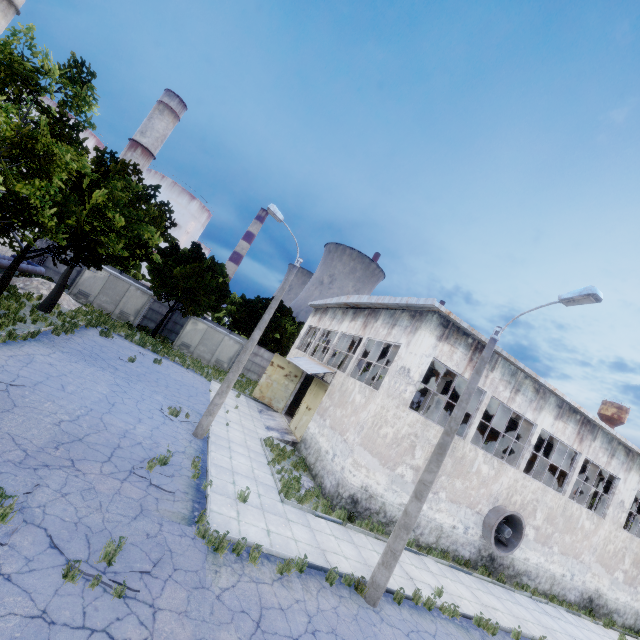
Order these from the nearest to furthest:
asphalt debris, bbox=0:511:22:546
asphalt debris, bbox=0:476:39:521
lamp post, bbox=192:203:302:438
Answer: asphalt debris, bbox=0:511:22:546, asphalt debris, bbox=0:476:39:521, lamp post, bbox=192:203:302:438

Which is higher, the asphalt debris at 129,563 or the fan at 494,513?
the fan at 494,513

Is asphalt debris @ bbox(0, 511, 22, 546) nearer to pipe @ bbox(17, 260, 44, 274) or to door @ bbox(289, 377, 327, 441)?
pipe @ bbox(17, 260, 44, 274)

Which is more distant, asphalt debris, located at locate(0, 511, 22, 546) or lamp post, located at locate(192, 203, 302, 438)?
lamp post, located at locate(192, 203, 302, 438)

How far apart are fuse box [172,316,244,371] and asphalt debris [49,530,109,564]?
23.9m

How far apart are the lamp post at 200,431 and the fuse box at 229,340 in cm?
1671

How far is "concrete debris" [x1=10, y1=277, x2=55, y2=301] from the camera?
21.0m

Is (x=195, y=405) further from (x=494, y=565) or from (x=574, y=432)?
(x=574, y=432)
